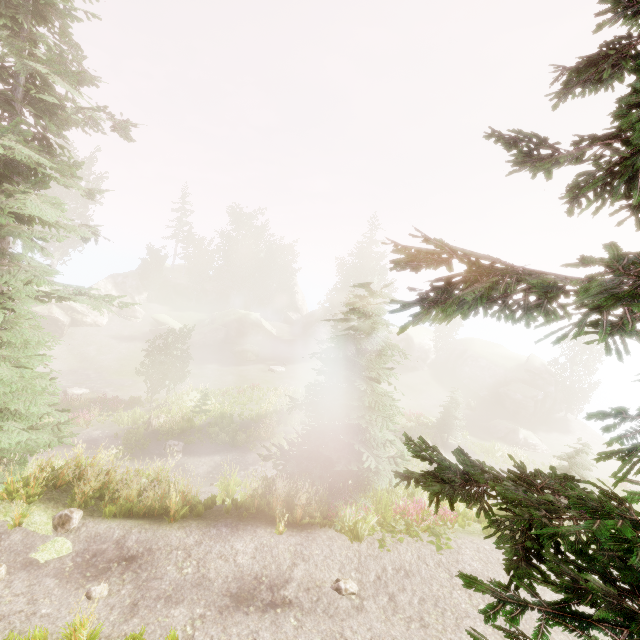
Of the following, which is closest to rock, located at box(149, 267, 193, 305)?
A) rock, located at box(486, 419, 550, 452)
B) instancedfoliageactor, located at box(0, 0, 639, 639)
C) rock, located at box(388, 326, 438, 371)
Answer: instancedfoliageactor, located at box(0, 0, 639, 639)

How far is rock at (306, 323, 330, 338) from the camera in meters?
56.4

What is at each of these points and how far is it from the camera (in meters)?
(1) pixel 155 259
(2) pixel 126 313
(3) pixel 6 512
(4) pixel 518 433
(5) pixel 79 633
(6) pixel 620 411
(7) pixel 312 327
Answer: (1) instancedfoliageactor, 51.50
(2) rock, 46.97
(3) rock, 7.90
(4) rock, 32.66
(5) instancedfoliageactor, 5.40
(6) instancedfoliageactor, 1.39
(7) rock, 59.03

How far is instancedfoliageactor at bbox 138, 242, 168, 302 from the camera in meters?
51.4

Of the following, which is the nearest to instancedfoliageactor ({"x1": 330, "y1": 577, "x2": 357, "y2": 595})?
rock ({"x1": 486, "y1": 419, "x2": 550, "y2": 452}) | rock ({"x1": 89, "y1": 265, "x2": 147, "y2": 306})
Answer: rock ({"x1": 89, "y1": 265, "x2": 147, "y2": 306})

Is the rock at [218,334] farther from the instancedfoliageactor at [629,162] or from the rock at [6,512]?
the rock at [6,512]

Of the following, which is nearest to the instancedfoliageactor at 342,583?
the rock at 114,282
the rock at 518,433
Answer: the rock at 114,282

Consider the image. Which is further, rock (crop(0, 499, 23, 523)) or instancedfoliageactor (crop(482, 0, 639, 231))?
rock (crop(0, 499, 23, 523))
